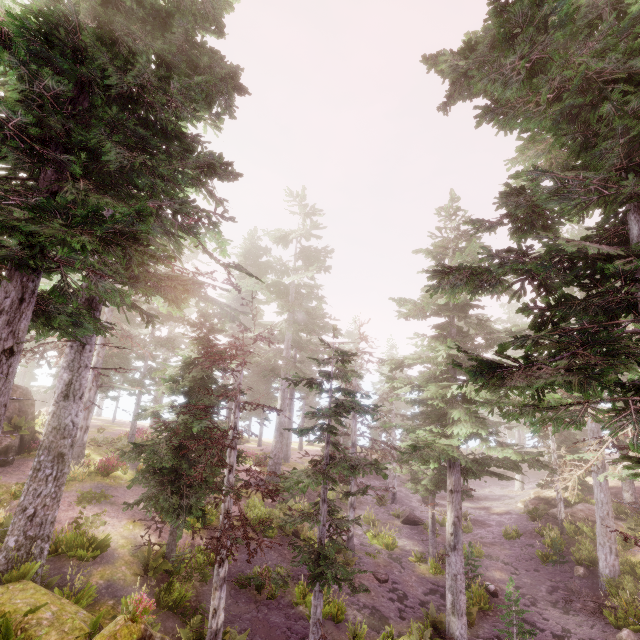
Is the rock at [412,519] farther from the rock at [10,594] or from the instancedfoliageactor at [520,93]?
the rock at [10,594]

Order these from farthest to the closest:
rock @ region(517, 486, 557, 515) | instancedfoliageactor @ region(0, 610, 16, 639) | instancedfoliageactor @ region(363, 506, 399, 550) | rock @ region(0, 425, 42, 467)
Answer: rock @ region(517, 486, 557, 515)
instancedfoliageactor @ region(363, 506, 399, 550)
rock @ region(0, 425, 42, 467)
instancedfoliageactor @ region(0, 610, 16, 639)

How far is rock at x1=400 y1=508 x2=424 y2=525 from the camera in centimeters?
2495cm

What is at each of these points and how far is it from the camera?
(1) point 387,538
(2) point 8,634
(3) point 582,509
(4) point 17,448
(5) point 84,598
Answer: (1) instancedfoliageactor, 20.5 meters
(2) instancedfoliageactor, 6.0 meters
(3) rock, 23.2 meters
(4) rock, 18.6 meters
(5) instancedfoliageactor, 10.4 meters

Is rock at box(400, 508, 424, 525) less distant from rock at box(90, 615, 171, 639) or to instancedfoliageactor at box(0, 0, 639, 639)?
instancedfoliageactor at box(0, 0, 639, 639)

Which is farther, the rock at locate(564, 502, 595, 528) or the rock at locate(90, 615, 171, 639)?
the rock at locate(564, 502, 595, 528)

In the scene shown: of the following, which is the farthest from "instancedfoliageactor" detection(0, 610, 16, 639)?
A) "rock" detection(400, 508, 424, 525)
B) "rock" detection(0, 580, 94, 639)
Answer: "rock" detection(400, 508, 424, 525)

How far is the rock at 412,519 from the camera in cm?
2495
